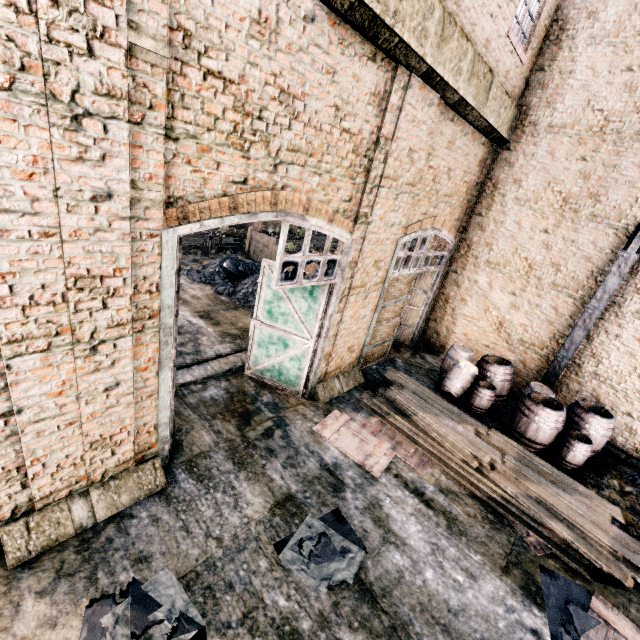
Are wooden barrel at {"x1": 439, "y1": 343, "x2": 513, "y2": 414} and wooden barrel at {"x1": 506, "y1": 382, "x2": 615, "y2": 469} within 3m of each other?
yes

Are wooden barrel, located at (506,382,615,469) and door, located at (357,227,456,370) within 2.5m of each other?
no

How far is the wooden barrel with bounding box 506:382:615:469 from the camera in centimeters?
883cm

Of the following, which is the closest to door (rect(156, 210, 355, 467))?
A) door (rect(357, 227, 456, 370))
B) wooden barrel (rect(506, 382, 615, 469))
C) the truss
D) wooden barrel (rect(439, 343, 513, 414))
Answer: door (rect(357, 227, 456, 370))

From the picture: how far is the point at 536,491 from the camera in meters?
7.3 m

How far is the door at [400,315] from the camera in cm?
990

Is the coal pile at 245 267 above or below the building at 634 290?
below

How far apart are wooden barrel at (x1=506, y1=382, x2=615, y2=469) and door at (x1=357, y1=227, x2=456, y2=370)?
4.3m
